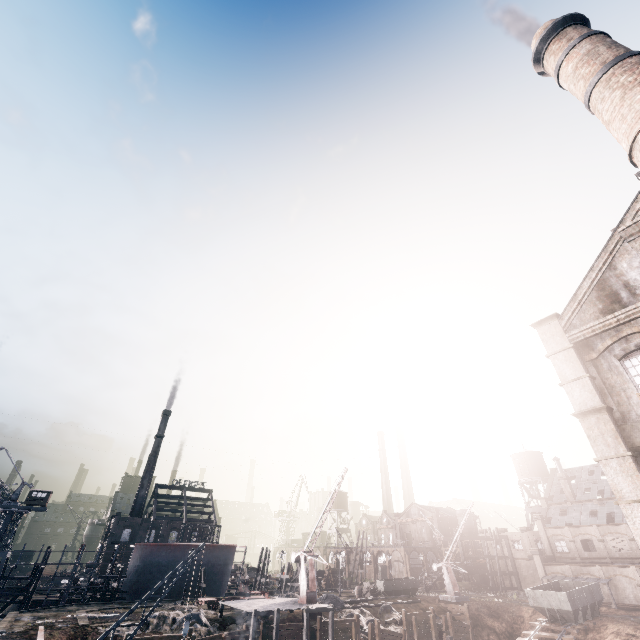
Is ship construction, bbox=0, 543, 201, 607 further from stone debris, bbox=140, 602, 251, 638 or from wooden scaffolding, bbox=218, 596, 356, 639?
wooden scaffolding, bbox=218, 596, 356, 639

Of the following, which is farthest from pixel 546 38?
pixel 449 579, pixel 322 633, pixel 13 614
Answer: Answer: pixel 13 614

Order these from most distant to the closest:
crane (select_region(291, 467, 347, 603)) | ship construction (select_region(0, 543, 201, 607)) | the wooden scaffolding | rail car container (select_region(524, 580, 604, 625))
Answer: ship construction (select_region(0, 543, 201, 607)), rail car container (select_region(524, 580, 604, 625)), crane (select_region(291, 467, 347, 603)), the wooden scaffolding

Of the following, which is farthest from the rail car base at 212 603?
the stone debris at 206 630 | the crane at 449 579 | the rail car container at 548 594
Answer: the rail car container at 548 594

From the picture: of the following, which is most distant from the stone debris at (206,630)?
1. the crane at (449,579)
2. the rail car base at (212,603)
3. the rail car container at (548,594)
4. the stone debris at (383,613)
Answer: the rail car container at (548,594)

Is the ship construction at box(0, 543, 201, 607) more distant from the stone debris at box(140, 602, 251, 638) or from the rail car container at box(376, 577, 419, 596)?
the rail car container at box(376, 577, 419, 596)

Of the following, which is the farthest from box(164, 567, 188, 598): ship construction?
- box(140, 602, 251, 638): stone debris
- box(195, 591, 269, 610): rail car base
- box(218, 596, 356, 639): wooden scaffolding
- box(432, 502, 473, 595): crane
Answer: box(432, 502, 473, 595): crane

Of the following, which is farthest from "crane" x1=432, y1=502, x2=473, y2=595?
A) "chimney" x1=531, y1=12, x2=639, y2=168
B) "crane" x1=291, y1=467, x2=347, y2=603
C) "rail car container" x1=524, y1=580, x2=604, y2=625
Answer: "chimney" x1=531, y1=12, x2=639, y2=168
